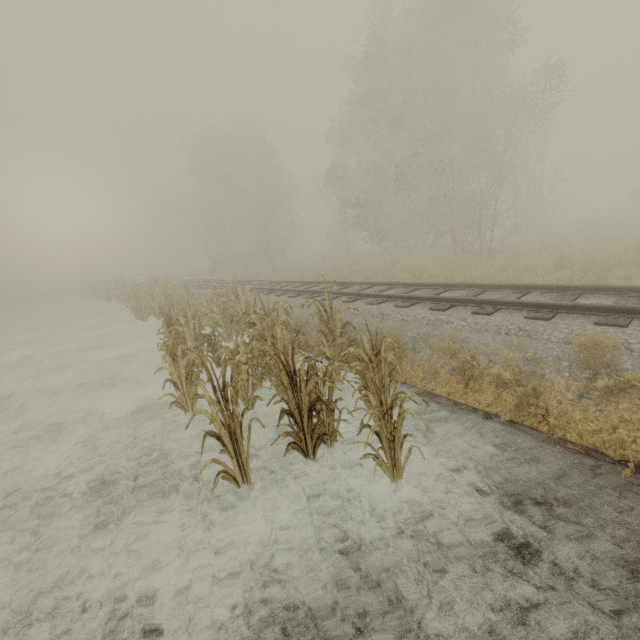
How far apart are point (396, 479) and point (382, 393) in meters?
1.1 m
